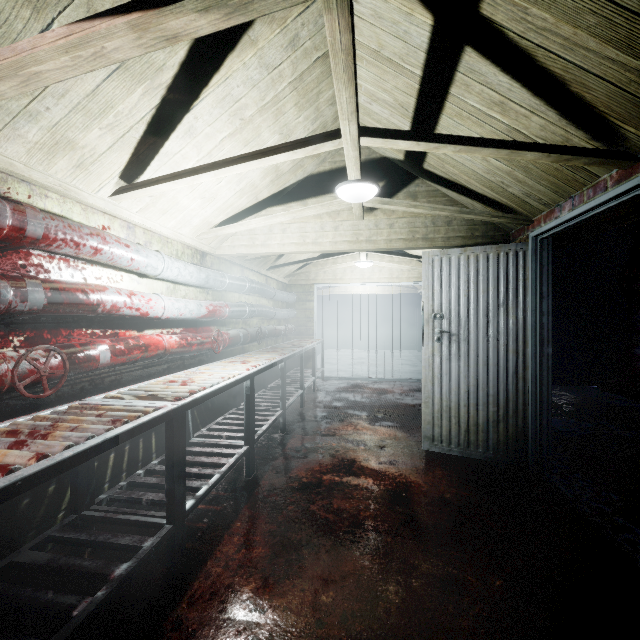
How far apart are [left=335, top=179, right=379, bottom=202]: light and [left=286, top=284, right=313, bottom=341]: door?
4.1 meters

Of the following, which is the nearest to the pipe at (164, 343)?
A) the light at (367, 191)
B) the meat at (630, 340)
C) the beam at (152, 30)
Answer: the beam at (152, 30)

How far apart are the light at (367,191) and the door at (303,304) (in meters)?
4.07

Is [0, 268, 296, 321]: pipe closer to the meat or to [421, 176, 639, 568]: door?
[421, 176, 639, 568]: door

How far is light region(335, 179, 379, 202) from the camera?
2.32m

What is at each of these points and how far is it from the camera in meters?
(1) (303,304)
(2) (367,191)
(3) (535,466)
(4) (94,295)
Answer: (1) door, 6.8
(2) light, 2.4
(3) door, 2.6
(4) pipe, 1.8

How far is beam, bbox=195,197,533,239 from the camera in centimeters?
271cm

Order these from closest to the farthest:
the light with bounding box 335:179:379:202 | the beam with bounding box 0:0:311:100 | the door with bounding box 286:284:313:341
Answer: the beam with bounding box 0:0:311:100 → the light with bounding box 335:179:379:202 → the door with bounding box 286:284:313:341
